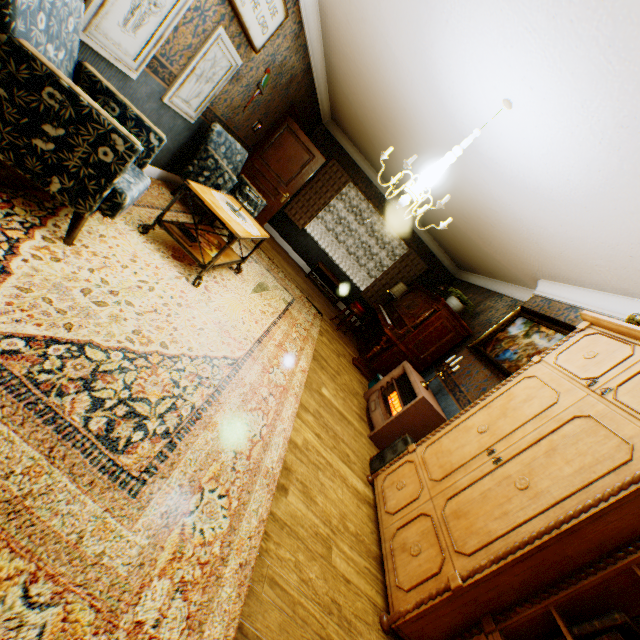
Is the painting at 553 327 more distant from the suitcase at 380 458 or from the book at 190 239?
the book at 190 239

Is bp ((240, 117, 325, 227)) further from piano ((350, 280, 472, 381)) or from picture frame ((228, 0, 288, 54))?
piano ((350, 280, 472, 381))

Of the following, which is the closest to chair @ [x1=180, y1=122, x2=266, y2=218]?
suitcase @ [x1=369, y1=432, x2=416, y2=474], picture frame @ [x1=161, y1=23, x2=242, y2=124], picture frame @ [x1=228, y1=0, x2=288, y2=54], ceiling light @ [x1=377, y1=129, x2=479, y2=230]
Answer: picture frame @ [x1=161, y1=23, x2=242, y2=124]

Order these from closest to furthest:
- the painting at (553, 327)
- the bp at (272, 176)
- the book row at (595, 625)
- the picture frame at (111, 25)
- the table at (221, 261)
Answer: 1. the book row at (595, 625)
2. the picture frame at (111, 25)
3. the table at (221, 261)
4. the painting at (553, 327)
5. the bp at (272, 176)

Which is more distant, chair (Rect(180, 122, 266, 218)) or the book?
chair (Rect(180, 122, 266, 218))

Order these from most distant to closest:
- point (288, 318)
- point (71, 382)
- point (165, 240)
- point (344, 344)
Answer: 1. point (344, 344)
2. point (288, 318)
3. point (165, 240)
4. point (71, 382)

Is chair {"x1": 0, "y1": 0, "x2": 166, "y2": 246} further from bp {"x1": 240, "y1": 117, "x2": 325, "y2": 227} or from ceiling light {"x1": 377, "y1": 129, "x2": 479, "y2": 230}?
bp {"x1": 240, "y1": 117, "x2": 325, "y2": 227}

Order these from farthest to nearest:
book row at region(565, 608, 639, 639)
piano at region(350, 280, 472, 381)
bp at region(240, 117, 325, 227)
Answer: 1. bp at region(240, 117, 325, 227)
2. piano at region(350, 280, 472, 381)
3. book row at region(565, 608, 639, 639)
